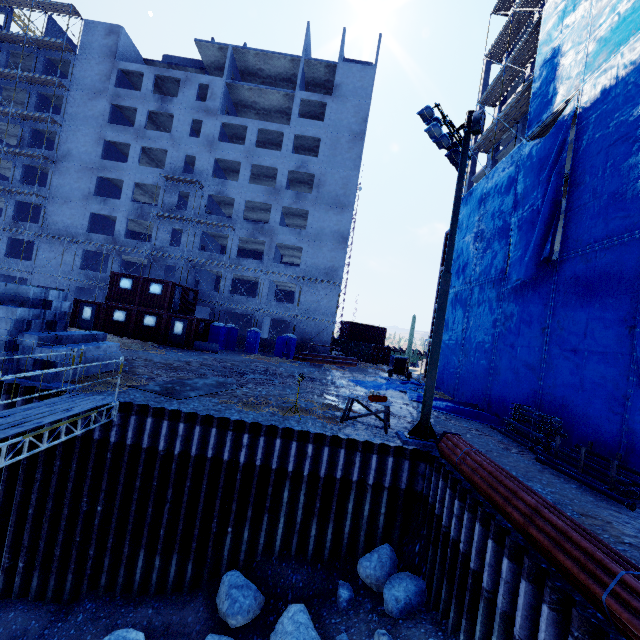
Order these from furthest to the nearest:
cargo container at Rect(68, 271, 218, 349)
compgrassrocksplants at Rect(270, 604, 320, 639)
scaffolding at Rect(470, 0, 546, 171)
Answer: cargo container at Rect(68, 271, 218, 349), scaffolding at Rect(470, 0, 546, 171), compgrassrocksplants at Rect(270, 604, 320, 639)

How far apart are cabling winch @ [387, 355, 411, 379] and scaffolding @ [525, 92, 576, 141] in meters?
17.6

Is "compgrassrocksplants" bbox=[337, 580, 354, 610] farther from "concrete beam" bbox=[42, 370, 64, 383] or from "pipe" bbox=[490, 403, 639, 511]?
"concrete beam" bbox=[42, 370, 64, 383]

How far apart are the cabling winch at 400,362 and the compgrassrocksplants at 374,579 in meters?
19.4 m

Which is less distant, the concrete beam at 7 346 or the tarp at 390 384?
the concrete beam at 7 346

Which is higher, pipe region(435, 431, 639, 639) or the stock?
the stock

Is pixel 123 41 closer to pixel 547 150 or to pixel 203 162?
pixel 203 162

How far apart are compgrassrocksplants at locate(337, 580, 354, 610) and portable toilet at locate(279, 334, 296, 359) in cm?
2162
